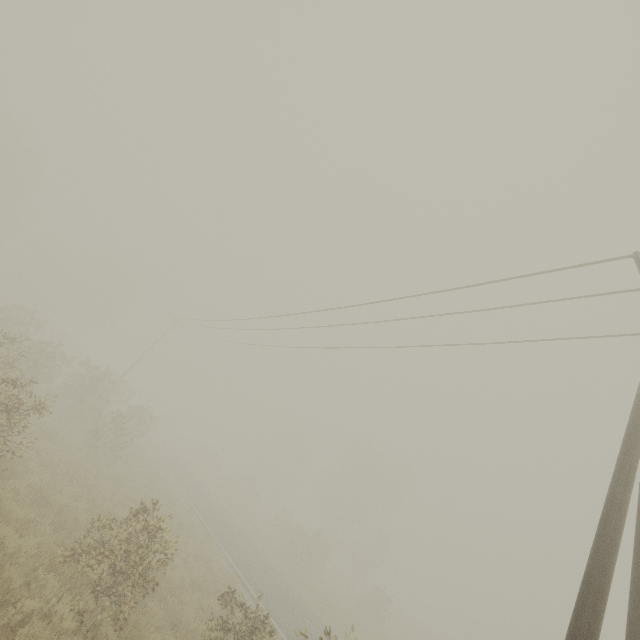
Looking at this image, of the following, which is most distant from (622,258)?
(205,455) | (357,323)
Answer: (205,455)

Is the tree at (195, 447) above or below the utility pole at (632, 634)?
below

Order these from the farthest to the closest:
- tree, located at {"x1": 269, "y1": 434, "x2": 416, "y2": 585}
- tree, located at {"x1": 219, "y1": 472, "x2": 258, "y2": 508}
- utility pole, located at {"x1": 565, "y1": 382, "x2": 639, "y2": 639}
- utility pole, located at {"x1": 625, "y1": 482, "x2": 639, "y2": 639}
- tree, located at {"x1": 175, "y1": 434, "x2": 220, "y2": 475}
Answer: tree, located at {"x1": 175, "y1": 434, "x2": 220, "y2": 475} < tree, located at {"x1": 219, "y1": 472, "x2": 258, "y2": 508} < tree, located at {"x1": 269, "y1": 434, "x2": 416, "y2": 585} < utility pole, located at {"x1": 625, "y1": 482, "x2": 639, "y2": 639} < utility pole, located at {"x1": 565, "y1": 382, "x2": 639, "y2": 639}

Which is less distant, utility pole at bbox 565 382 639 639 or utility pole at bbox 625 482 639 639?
utility pole at bbox 565 382 639 639

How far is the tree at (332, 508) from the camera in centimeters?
3331cm

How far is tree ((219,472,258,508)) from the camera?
42.19m

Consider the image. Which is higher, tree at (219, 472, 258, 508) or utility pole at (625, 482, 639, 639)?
utility pole at (625, 482, 639, 639)
